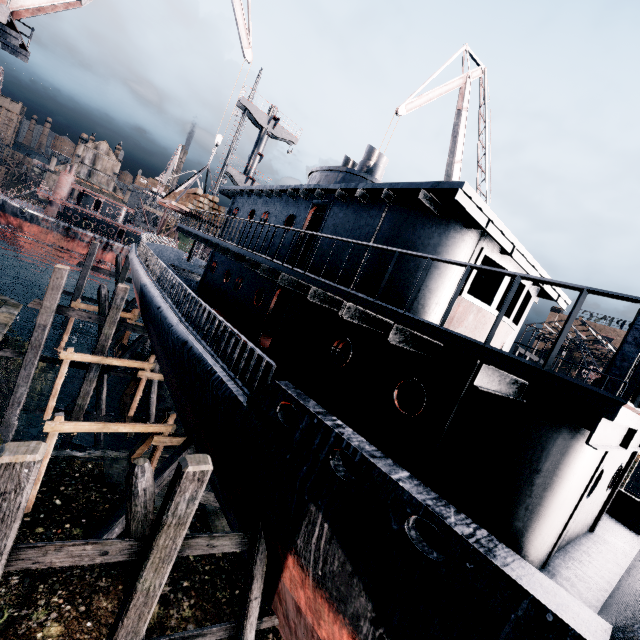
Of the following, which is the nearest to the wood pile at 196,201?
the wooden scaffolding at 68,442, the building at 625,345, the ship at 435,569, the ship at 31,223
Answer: the ship at 435,569

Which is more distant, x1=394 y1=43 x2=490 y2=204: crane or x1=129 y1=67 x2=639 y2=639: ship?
x1=394 y1=43 x2=490 y2=204: crane

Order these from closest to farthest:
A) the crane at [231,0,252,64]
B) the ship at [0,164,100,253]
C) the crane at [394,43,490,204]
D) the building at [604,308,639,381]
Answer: the building at [604,308,639,381]
the crane at [231,0,252,64]
the crane at [394,43,490,204]
the ship at [0,164,100,253]

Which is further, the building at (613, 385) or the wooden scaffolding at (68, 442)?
the wooden scaffolding at (68, 442)

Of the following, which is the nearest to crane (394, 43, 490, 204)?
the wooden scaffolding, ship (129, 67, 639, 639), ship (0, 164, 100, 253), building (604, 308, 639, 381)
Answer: ship (129, 67, 639, 639)

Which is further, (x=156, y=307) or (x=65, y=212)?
(x=65, y=212)

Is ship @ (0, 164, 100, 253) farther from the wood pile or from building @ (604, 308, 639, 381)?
the wood pile

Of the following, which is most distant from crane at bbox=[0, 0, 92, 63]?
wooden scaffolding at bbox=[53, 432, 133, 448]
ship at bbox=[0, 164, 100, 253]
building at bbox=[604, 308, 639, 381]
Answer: building at bbox=[604, 308, 639, 381]
